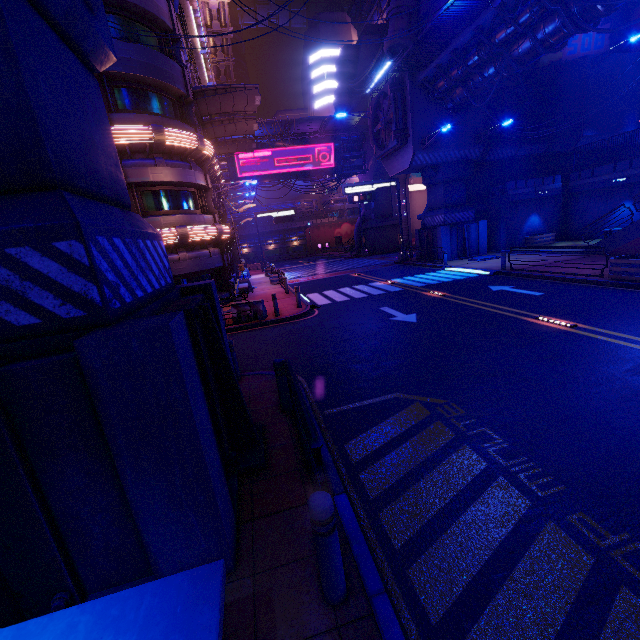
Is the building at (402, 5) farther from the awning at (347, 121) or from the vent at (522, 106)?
the awning at (347, 121)

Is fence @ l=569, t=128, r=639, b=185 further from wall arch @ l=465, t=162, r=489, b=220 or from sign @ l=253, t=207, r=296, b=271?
sign @ l=253, t=207, r=296, b=271

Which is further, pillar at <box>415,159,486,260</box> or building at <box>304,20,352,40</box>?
building at <box>304,20,352,40</box>

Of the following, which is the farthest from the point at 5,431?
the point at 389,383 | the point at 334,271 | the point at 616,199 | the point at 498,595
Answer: the point at 616,199

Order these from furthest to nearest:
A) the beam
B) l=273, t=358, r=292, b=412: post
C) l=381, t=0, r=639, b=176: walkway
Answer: the beam < l=381, t=0, r=639, b=176: walkway < l=273, t=358, r=292, b=412: post

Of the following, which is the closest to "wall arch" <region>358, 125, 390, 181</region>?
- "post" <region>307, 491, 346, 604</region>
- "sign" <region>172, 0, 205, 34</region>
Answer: "sign" <region>172, 0, 205, 34</region>

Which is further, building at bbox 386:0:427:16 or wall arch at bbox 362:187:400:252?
wall arch at bbox 362:187:400:252

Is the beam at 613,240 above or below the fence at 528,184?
below
